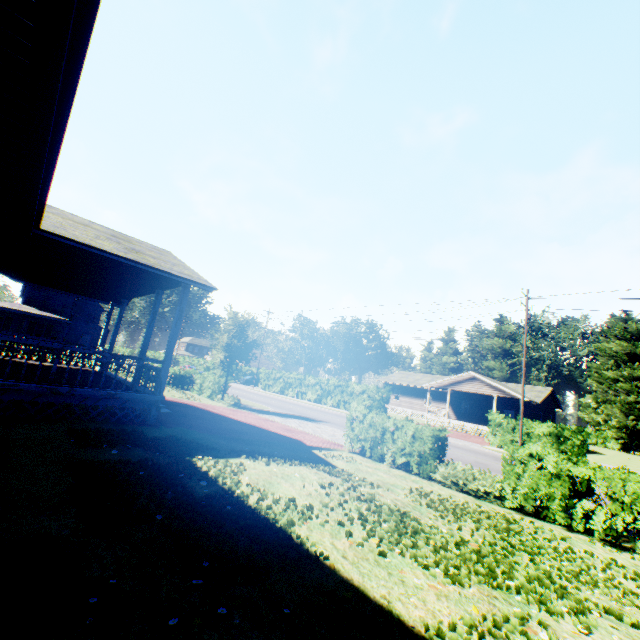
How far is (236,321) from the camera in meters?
22.6

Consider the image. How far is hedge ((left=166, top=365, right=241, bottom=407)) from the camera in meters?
22.4 m

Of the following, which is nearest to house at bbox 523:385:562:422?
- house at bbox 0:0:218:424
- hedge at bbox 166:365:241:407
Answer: hedge at bbox 166:365:241:407

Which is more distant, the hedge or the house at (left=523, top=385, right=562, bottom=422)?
the house at (left=523, top=385, right=562, bottom=422)

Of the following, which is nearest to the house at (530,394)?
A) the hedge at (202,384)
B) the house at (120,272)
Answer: the hedge at (202,384)

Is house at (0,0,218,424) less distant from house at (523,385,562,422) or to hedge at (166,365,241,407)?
hedge at (166,365,241,407)
